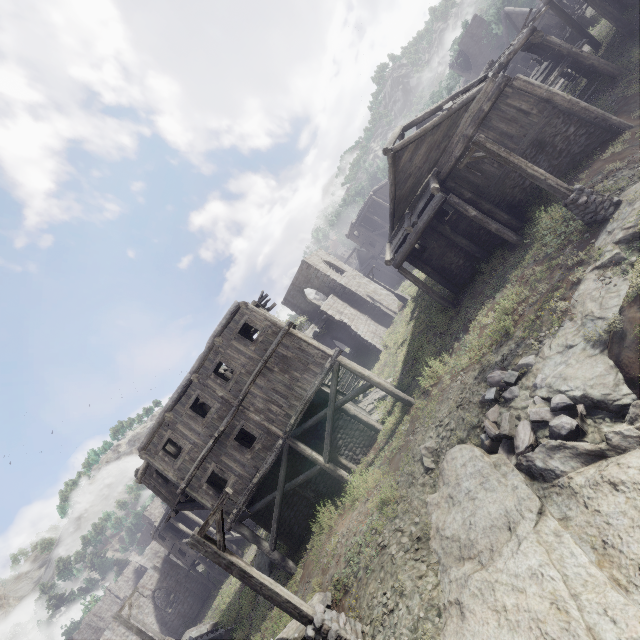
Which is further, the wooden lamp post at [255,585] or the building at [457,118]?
the building at [457,118]

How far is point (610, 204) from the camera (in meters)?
9.98

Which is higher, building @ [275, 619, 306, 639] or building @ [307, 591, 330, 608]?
building @ [275, 619, 306, 639]

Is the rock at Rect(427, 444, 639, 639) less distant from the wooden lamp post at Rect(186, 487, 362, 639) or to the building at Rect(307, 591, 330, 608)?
the building at Rect(307, 591, 330, 608)

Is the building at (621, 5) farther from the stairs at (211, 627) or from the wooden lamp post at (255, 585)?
the stairs at (211, 627)

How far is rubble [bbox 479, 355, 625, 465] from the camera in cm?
722

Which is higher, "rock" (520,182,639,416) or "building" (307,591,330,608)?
"building" (307,591,330,608)

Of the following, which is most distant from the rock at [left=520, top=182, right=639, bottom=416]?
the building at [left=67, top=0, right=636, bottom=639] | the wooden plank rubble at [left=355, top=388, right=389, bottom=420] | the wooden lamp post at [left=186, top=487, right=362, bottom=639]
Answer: the wooden plank rubble at [left=355, top=388, right=389, bottom=420]
